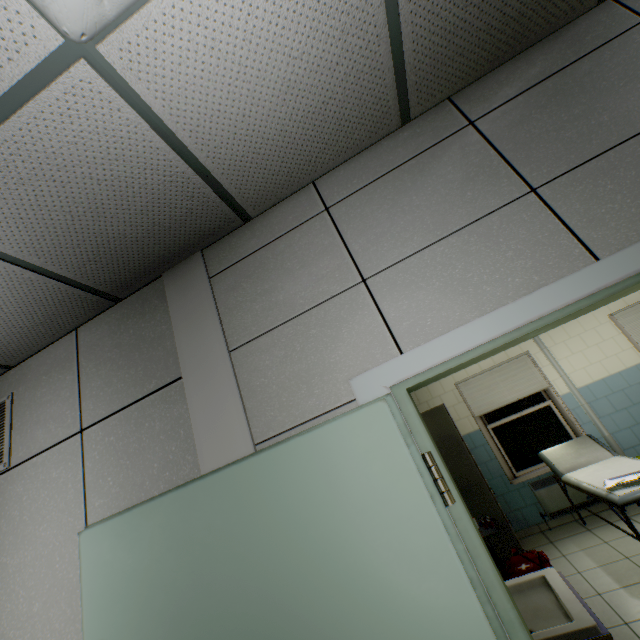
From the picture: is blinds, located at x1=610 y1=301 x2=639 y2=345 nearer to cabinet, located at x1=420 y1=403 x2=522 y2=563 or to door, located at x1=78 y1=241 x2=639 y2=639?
cabinet, located at x1=420 y1=403 x2=522 y2=563

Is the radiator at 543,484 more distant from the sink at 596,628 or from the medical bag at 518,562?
the sink at 596,628

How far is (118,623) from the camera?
1.2m

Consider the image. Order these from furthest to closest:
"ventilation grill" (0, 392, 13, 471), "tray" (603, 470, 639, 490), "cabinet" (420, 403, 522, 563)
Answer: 1. "cabinet" (420, 403, 522, 563)
2. "tray" (603, 470, 639, 490)
3. "ventilation grill" (0, 392, 13, 471)

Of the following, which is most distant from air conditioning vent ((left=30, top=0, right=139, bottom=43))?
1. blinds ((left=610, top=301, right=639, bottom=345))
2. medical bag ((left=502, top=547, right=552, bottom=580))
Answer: blinds ((left=610, top=301, right=639, bottom=345))

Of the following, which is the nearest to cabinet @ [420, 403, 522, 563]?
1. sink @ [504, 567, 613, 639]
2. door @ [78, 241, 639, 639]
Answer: sink @ [504, 567, 613, 639]

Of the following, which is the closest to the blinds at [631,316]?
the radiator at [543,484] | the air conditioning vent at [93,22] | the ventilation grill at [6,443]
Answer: the radiator at [543,484]

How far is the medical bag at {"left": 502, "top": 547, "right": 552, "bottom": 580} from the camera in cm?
226
